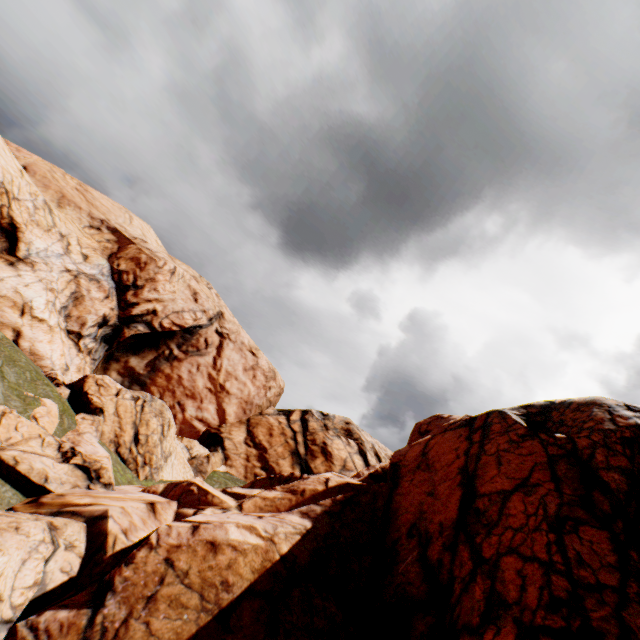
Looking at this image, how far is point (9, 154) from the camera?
25.2 meters
